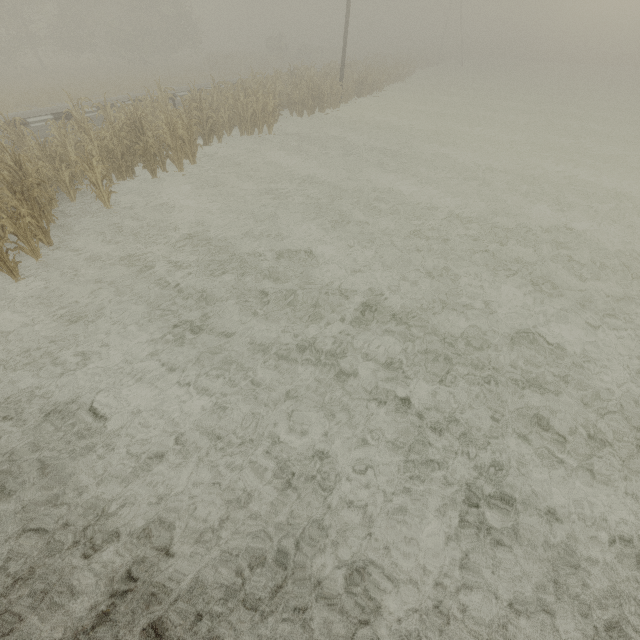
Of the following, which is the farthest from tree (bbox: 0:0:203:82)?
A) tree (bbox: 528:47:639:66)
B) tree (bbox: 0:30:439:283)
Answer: tree (bbox: 0:30:439:283)

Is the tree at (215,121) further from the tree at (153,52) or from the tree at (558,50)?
the tree at (558,50)

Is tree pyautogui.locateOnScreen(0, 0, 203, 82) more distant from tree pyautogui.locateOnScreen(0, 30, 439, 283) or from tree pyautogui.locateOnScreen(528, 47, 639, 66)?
tree pyautogui.locateOnScreen(0, 30, 439, 283)

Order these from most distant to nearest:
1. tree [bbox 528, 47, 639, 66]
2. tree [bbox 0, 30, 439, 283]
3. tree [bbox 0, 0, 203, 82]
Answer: tree [bbox 528, 47, 639, 66], tree [bbox 0, 0, 203, 82], tree [bbox 0, 30, 439, 283]

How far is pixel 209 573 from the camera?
3.21m

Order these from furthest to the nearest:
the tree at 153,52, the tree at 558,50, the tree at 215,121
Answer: the tree at 558,50 → the tree at 153,52 → the tree at 215,121
